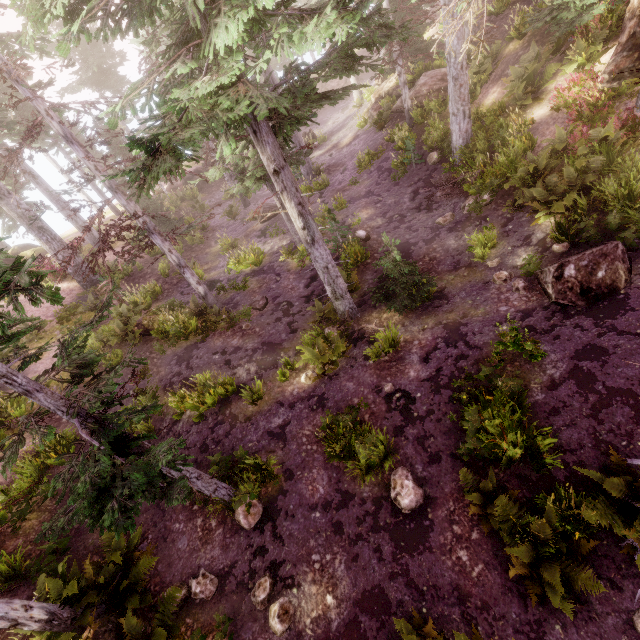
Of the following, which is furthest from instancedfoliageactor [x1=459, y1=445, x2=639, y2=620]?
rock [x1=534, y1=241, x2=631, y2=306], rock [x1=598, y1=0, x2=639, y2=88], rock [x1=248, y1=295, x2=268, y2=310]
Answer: rock [x1=248, y1=295, x2=268, y2=310]

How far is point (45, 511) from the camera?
9.46m

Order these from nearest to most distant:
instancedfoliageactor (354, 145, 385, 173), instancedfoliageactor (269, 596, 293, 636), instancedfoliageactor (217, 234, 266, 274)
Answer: instancedfoliageactor (269, 596, 293, 636) < instancedfoliageactor (217, 234, 266, 274) < instancedfoliageactor (354, 145, 385, 173)

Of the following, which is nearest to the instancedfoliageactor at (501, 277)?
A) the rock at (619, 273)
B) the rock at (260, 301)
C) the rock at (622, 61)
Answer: the rock at (622, 61)

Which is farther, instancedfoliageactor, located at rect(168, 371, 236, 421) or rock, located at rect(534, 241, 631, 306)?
instancedfoliageactor, located at rect(168, 371, 236, 421)

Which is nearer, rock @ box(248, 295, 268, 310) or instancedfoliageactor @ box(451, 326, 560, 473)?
instancedfoliageactor @ box(451, 326, 560, 473)

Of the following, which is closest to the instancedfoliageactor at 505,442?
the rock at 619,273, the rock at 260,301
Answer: the rock at 619,273
